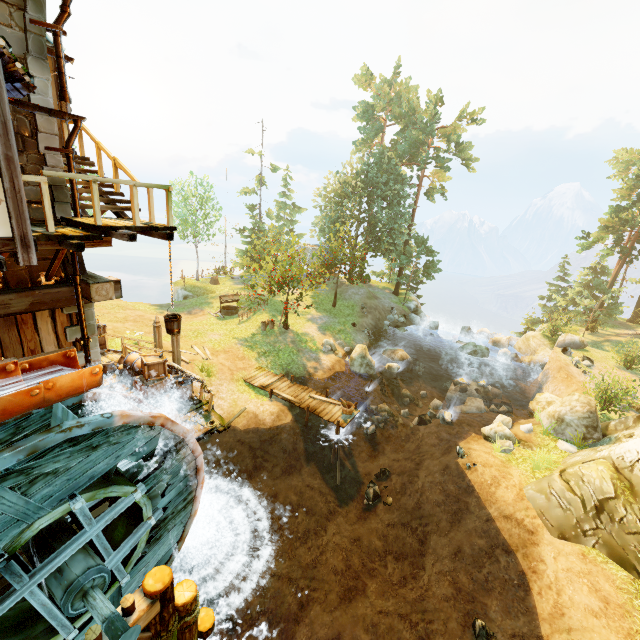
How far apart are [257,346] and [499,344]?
23.7m

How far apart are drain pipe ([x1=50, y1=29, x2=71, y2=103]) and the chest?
9.3 meters

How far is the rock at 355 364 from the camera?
22.2 meters

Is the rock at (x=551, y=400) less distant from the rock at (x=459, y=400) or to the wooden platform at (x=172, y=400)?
the rock at (x=459, y=400)

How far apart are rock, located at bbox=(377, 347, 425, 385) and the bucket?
18.8 meters

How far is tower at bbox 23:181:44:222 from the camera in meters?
6.8 m

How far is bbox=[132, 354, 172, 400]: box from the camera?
12.6m

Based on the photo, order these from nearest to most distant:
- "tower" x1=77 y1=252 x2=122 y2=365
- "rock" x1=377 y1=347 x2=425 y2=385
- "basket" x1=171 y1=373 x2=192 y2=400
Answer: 1. "tower" x1=77 y1=252 x2=122 y2=365
2. "basket" x1=171 y1=373 x2=192 y2=400
3. "rock" x1=377 y1=347 x2=425 y2=385
